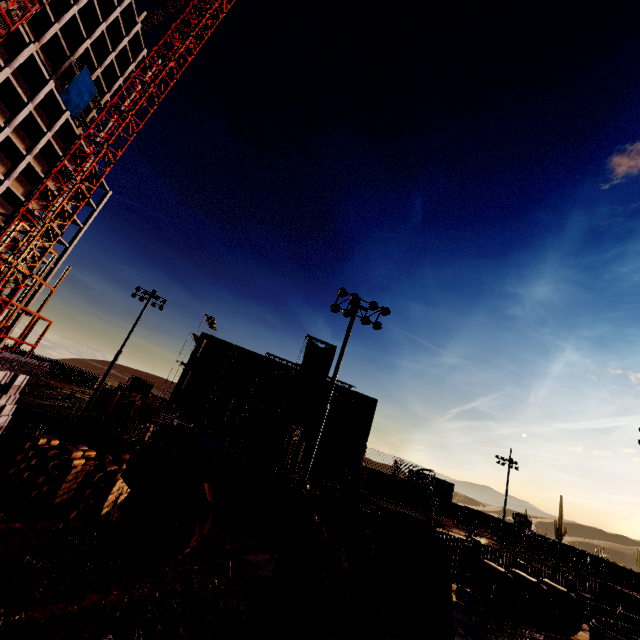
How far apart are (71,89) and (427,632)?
63.0 meters

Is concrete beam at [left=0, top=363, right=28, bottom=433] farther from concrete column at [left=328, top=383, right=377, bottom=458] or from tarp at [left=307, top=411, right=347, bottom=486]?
tarp at [left=307, top=411, right=347, bottom=486]

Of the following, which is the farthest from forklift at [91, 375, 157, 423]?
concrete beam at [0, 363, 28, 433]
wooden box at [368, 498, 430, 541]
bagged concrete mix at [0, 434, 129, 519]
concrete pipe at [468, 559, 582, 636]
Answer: concrete pipe at [468, 559, 582, 636]

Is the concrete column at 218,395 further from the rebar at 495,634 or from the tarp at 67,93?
the tarp at 67,93

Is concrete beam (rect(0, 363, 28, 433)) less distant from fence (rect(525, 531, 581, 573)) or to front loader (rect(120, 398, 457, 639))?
front loader (rect(120, 398, 457, 639))

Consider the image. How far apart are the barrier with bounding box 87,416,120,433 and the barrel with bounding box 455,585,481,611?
23.36m

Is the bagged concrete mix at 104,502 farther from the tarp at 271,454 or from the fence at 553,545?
the fence at 553,545

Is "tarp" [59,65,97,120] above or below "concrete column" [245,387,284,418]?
above
